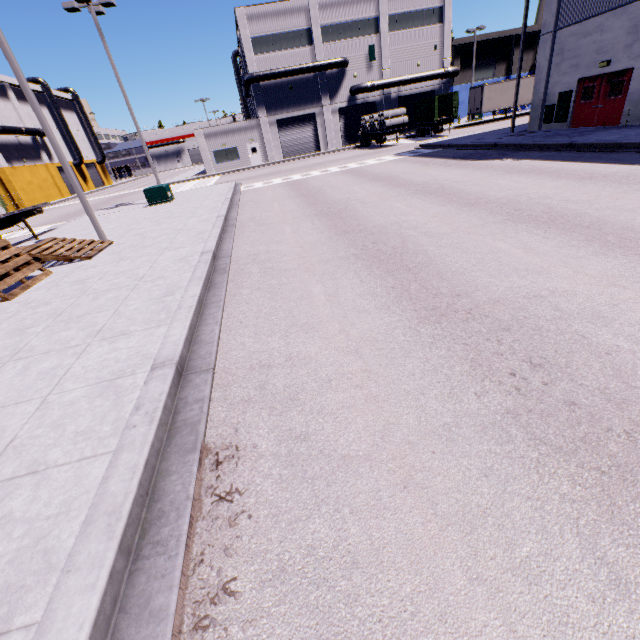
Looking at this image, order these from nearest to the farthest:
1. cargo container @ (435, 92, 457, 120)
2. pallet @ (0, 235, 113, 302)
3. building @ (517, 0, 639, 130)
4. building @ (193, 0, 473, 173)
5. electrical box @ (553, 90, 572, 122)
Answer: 1. pallet @ (0, 235, 113, 302)
2. building @ (517, 0, 639, 130)
3. electrical box @ (553, 90, 572, 122)
4. cargo container @ (435, 92, 457, 120)
5. building @ (193, 0, 473, 173)

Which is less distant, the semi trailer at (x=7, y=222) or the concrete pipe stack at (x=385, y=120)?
the semi trailer at (x=7, y=222)

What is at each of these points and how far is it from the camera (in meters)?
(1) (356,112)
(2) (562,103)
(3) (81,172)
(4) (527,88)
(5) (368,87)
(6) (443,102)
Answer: (1) roll-up door, 41.19
(2) electrical box, 18.59
(3) building, 57.84
(4) semi trailer, 37.19
(5) pipe, 38.56
(6) cargo container, 34.88

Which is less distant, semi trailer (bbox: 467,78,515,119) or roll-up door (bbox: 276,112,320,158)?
semi trailer (bbox: 467,78,515,119)

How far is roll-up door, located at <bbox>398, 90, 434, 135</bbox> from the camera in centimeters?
4151cm

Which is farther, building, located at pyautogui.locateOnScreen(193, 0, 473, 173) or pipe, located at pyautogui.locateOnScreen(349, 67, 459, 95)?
pipe, located at pyautogui.locateOnScreen(349, 67, 459, 95)

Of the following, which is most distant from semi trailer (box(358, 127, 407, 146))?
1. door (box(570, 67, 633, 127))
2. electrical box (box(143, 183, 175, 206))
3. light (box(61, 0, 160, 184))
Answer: light (box(61, 0, 160, 184))

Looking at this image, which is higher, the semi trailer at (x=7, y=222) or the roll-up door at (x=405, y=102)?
the roll-up door at (x=405, y=102)
